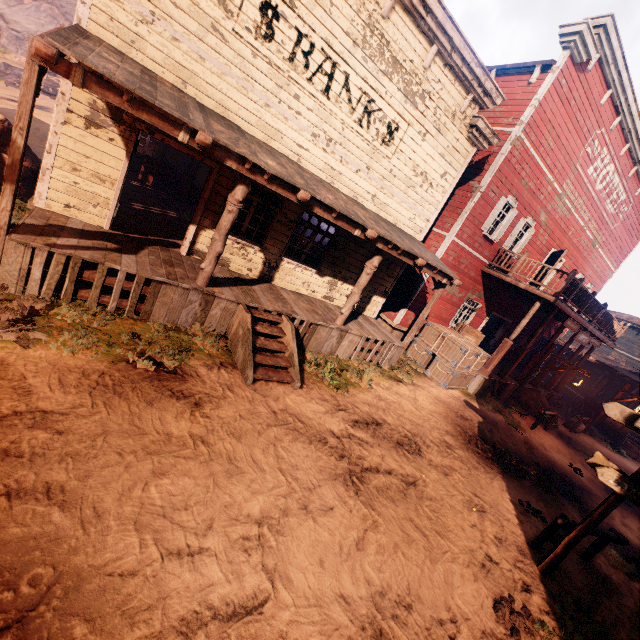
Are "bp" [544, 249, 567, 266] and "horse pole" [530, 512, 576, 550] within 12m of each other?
yes

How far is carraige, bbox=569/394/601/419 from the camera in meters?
18.0 m

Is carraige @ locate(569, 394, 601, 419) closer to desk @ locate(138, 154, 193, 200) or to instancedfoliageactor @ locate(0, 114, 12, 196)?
desk @ locate(138, 154, 193, 200)

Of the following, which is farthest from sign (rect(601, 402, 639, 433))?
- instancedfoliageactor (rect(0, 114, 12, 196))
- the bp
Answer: instancedfoliageactor (rect(0, 114, 12, 196))

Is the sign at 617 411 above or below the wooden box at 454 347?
above

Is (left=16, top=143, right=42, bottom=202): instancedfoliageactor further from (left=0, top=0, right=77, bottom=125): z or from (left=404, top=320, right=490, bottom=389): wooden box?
(left=404, top=320, right=490, bottom=389): wooden box

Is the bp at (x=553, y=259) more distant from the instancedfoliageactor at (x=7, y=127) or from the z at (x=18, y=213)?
the instancedfoliageactor at (x=7, y=127)

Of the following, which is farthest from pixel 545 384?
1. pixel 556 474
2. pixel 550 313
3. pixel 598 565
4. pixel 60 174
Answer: pixel 60 174
